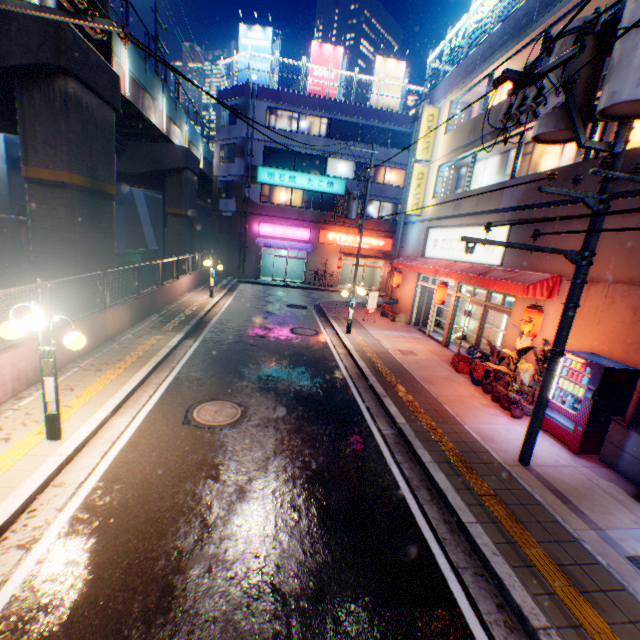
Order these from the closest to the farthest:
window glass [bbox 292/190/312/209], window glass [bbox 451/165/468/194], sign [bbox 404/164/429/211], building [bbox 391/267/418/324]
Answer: window glass [bbox 451/165/468/194] < sign [bbox 404/164/429/211] < building [bbox 391/267/418/324] < window glass [bbox 292/190/312/209]

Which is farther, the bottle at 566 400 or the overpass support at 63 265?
the overpass support at 63 265

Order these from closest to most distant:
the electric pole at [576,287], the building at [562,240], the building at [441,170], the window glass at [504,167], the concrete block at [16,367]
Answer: the electric pole at [576,287] < the concrete block at [16,367] < the building at [562,240] < the building at [441,170] < the window glass at [504,167]

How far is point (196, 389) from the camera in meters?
8.3

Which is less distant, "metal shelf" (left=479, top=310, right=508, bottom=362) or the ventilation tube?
the ventilation tube

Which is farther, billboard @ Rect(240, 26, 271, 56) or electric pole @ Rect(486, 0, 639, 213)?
billboard @ Rect(240, 26, 271, 56)

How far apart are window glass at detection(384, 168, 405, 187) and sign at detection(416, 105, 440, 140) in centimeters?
1293cm

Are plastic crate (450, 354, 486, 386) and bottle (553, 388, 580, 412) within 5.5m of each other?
yes
